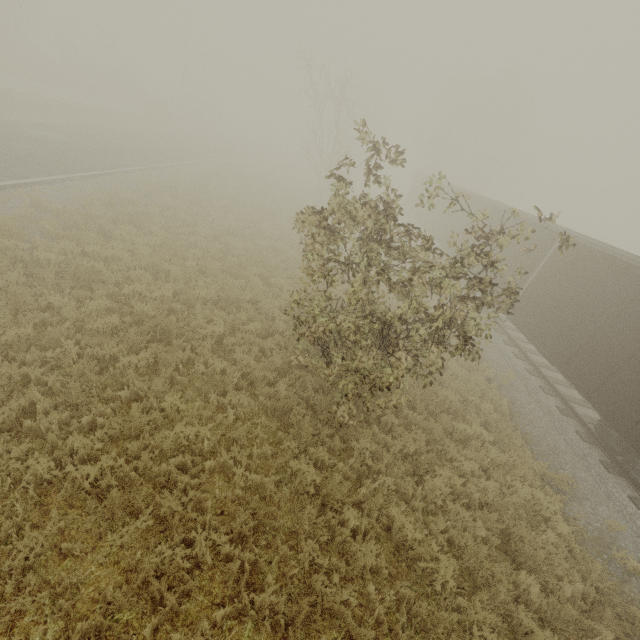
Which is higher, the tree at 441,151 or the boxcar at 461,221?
the tree at 441,151

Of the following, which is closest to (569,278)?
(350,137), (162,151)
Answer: (350,137)

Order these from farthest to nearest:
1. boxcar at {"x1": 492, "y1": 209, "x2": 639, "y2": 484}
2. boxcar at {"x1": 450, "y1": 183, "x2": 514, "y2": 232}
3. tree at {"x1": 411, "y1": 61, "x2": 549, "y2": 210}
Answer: tree at {"x1": 411, "y1": 61, "x2": 549, "y2": 210}
boxcar at {"x1": 450, "y1": 183, "x2": 514, "y2": 232}
boxcar at {"x1": 492, "y1": 209, "x2": 639, "y2": 484}

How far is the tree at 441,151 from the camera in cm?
3897

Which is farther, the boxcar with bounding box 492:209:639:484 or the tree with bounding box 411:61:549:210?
the tree with bounding box 411:61:549:210

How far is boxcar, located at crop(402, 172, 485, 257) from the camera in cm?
2042

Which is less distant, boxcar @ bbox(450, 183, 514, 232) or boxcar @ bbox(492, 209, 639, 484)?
boxcar @ bbox(492, 209, 639, 484)
